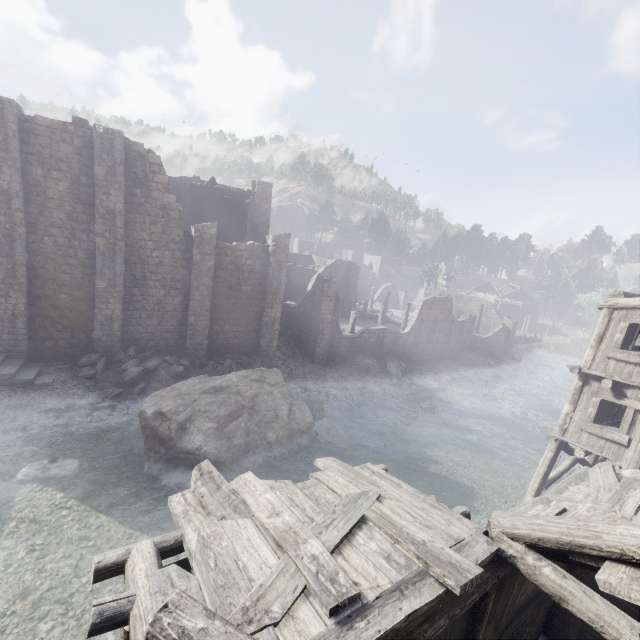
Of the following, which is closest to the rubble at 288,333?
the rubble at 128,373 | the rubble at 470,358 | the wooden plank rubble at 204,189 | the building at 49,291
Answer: the building at 49,291

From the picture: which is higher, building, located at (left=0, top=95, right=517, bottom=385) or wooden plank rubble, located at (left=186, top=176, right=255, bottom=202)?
wooden plank rubble, located at (left=186, top=176, right=255, bottom=202)

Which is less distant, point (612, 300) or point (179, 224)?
point (612, 300)

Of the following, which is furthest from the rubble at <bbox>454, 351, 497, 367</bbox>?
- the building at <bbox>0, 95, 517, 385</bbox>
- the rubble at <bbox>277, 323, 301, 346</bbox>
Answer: the rubble at <bbox>277, 323, 301, 346</bbox>

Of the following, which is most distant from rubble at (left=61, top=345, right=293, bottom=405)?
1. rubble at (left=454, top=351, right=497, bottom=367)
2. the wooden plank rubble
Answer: rubble at (left=454, top=351, right=497, bottom=367)

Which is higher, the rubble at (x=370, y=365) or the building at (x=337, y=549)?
the building at (x=337, y=549)

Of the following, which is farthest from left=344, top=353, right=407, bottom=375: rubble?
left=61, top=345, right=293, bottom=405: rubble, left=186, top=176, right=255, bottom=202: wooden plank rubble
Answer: left=186, top=176, right=255, bottom=202: wooden plank rubble

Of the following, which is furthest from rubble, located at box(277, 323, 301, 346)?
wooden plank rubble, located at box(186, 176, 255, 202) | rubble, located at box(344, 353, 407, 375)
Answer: wooden plank rubble, located at box(186, 176, 255, 202)
